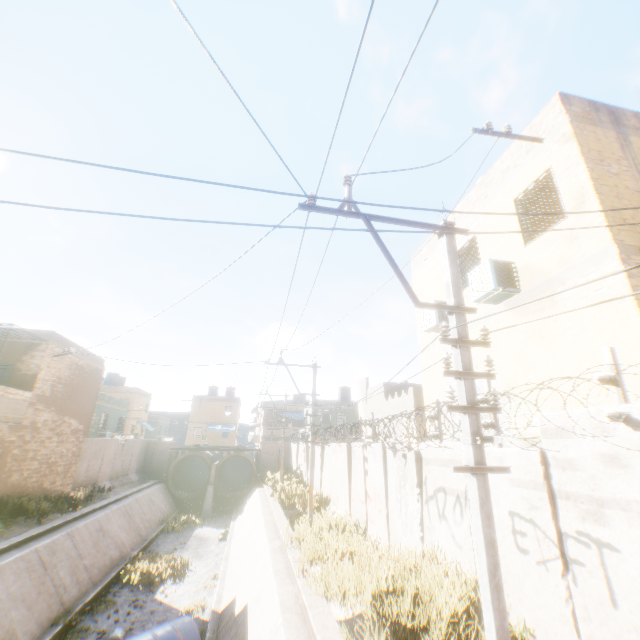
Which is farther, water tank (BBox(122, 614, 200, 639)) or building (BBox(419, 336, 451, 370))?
building (BBox(419, 336, 451, 370))

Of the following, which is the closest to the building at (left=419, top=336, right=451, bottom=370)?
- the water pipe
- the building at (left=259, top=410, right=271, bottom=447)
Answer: the water pipe

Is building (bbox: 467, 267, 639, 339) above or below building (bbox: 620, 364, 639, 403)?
above

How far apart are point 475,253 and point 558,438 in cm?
794

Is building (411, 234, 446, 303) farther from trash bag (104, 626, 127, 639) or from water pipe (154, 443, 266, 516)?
trash bag (104, 626, 127, 639)

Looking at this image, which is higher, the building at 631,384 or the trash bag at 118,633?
the building at 631,384

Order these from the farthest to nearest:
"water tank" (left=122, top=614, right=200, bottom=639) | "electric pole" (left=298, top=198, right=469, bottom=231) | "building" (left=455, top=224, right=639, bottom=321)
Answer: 1. "water tank" (left=122, top=614, right=200, bottom=639)
2. "building" (left=455, top=224, right=639, bottom=321)
3. "electric pole" (left=298, top=198, right=469, bottom=231)

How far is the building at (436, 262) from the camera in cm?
1088
